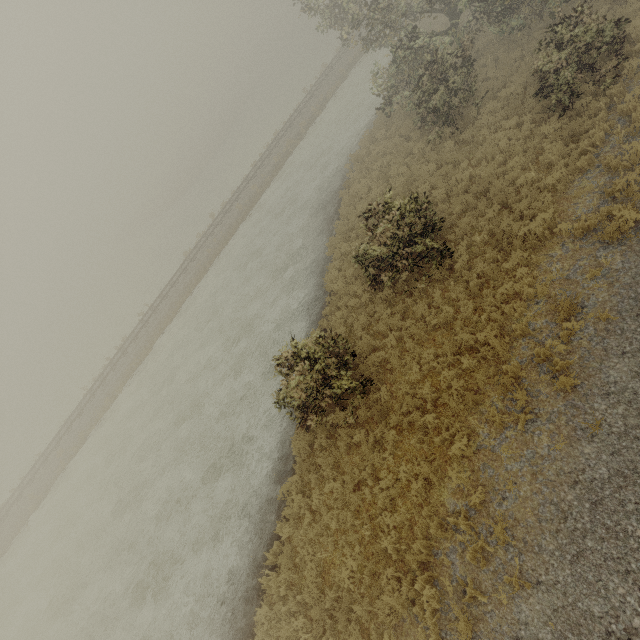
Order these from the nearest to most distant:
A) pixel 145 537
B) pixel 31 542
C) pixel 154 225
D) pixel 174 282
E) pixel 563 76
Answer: pixel 563 76, pixel 145 537, pixel 31 542, pixel 174 282, pixel 154 225
